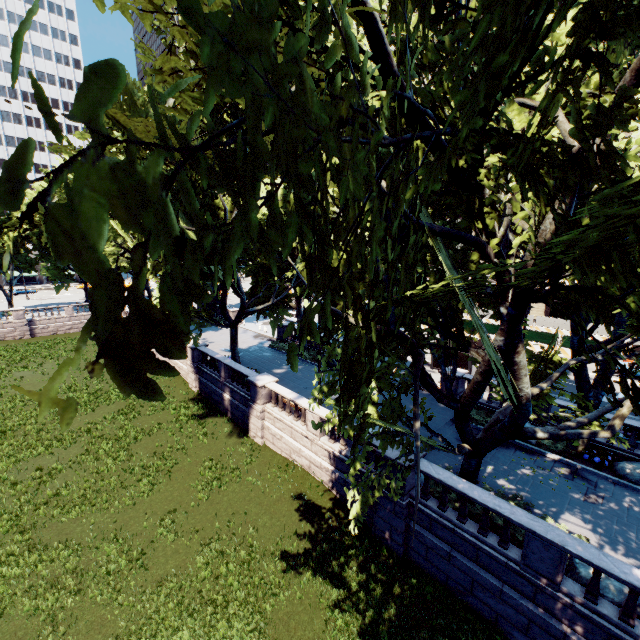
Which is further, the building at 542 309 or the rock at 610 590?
the building at 542 309

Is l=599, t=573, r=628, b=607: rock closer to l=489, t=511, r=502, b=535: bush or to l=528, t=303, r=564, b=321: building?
l=489, t=511, r=502, b=535: bush

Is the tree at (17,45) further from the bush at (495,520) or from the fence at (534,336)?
the fence at (534,336)

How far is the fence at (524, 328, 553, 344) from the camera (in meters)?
32.22

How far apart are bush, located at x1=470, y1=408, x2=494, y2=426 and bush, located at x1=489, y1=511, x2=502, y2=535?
7.2m

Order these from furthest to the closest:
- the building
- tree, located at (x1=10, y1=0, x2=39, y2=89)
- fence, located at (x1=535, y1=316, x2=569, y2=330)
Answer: the building → fence, located at (x1=535, y1=316, x2=569, y2=330) → tree, located at (x1=10, y1=0, x2=39, y2=89)

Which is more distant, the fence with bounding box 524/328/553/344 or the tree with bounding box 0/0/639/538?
the fence with bounding box 524/328/553/344

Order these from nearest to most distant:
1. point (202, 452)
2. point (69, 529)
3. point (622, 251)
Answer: point (622, 251)
point (69, 529)
point (202, 452)
